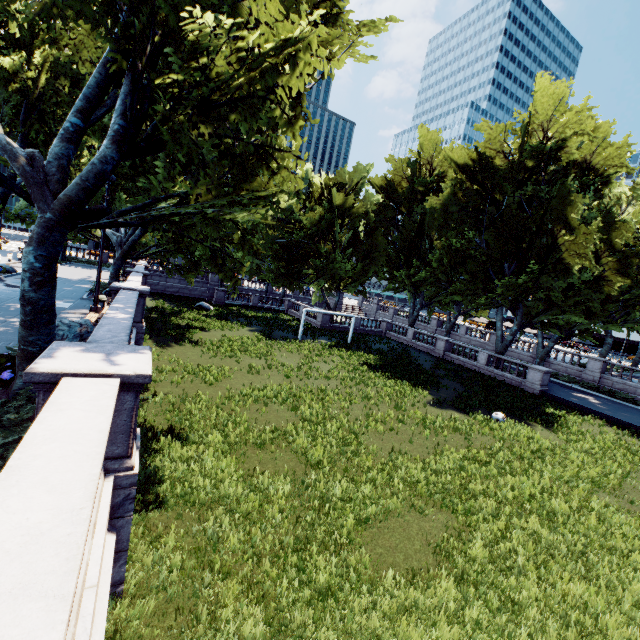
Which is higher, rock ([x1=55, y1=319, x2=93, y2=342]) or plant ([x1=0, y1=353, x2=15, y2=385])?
rock ([x1=55, y1=319, x2=93, y2=342])

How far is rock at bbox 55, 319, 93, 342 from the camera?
10.01m

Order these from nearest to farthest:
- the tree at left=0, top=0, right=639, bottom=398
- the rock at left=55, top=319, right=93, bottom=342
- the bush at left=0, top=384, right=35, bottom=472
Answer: the bush at left=0, top=384, right=35, bottom=472 → the tree at left=0, top=0, right=639, bottom=398 → the rock at left=55, top=319, right=93, bottom=342

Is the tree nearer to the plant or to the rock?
the plant

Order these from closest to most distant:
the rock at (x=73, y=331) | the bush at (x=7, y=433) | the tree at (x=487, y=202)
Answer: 1. the bush at (x=7, y=433)
2. the tree at (x=487, y=202)
3. the rock at (x=73, y=331)

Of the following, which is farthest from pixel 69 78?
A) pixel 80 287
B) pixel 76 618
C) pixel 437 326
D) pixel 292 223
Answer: pixel 437 326

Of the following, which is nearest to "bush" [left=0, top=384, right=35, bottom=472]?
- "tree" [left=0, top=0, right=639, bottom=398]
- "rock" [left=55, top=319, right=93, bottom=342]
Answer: "tree" [left=0, top=0, right=639, bottom=398]

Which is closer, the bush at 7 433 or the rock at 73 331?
the bush at 7 433
